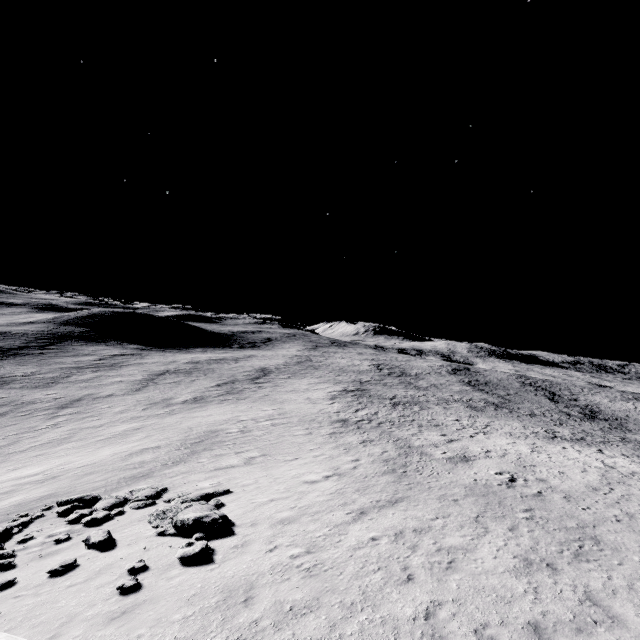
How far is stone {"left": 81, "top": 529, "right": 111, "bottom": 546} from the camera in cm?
1099

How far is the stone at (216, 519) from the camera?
10.1 meters

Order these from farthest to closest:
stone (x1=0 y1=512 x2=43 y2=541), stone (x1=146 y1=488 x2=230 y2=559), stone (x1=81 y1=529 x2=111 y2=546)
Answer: stone (x1=0 y1=512 x2=43 y2=541)
stone (x1=81 y1=529 x2=111 y2=546)
stone (x1=146 y1=488 x2=230 y2=559)

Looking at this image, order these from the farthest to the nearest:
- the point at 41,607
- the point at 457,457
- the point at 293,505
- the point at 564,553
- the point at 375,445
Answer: the point at 375,445 → the point at 457,457 → the point at 293,505 → the point at 564,553 → the point at 41,607

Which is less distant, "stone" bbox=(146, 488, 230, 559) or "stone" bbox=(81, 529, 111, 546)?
"stone" bbox=(146, 488, 230, 559)

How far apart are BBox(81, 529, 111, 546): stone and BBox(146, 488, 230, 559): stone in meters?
1.3

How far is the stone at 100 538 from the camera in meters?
11.0

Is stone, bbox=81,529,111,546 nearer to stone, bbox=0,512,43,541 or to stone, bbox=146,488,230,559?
stone, bbox=146,488,230,559
